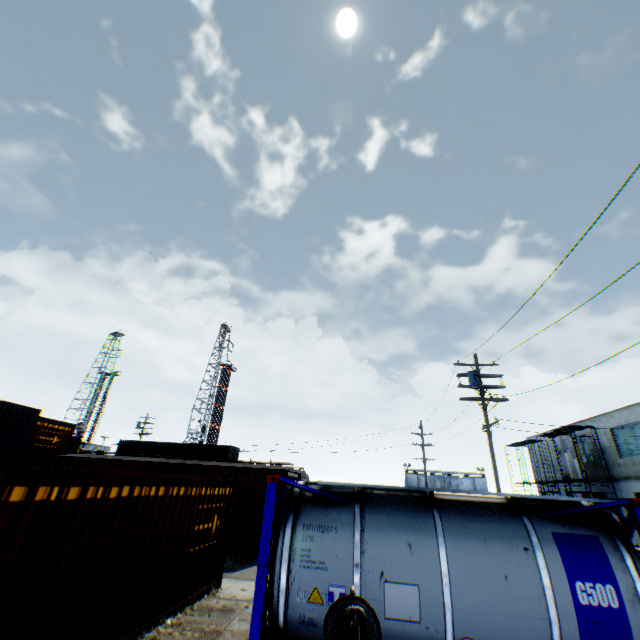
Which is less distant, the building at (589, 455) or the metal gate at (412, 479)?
the building at (589, 455)

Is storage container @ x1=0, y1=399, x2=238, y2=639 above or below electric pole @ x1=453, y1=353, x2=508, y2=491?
below

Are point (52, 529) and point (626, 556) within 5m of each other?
no

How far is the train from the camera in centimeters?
1470cm

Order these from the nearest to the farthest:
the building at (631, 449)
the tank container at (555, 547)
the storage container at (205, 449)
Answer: the tank container at (555, 547) → the building at (631, 449) → the storage container at (205, 449)

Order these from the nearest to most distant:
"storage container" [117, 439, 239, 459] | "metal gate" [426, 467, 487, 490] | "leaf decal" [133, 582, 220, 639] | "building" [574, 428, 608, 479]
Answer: "leaf decal" [133, 582, 220, 639], "building" [574, 428, 608, 479], "storage container" [117, 439, 239, 459], "metal gate" [426, 467, 487, 490]

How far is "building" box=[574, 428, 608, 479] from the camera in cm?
2823

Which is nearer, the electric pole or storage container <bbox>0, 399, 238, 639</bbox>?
storage container <bbox>0, 399, 238, 639</bbox>
